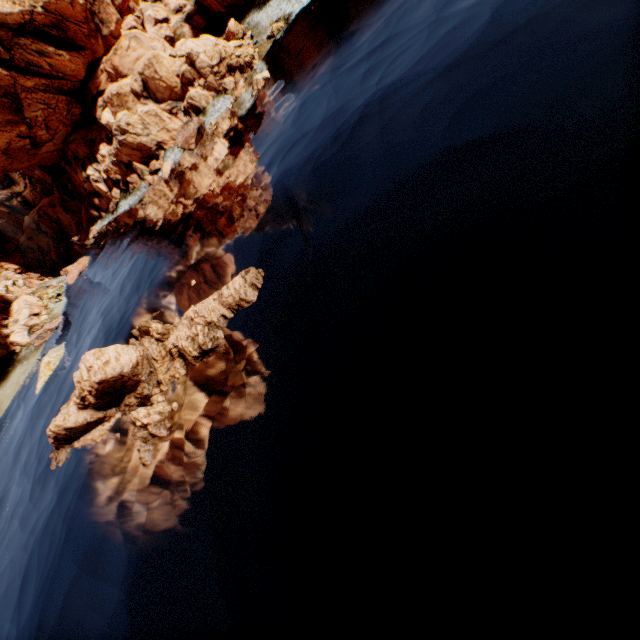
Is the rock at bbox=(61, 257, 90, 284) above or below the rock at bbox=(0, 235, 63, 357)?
below

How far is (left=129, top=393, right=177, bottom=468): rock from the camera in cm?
1361

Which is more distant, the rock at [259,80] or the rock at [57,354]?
the rock at [259,80]

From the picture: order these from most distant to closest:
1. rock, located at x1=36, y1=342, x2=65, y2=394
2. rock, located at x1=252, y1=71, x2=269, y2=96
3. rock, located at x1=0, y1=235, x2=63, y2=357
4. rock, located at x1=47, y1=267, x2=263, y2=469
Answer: rock, located at x1=0, y1=235, x2=63, y2=357 < rock, located at x1=252, y1=71, x2=269, y2=96 < rock, located at x1=36, y1=342, x2=65, y2=394 < rock, located at x1=47, y1=267, x2=263, y2=469

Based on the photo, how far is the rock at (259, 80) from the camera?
31.3 meters

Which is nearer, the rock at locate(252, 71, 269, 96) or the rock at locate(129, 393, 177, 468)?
the rock at locate(129, 393, 177, 468)

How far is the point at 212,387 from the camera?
13.3m

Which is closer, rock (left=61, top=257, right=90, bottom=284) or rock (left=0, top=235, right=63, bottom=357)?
rock (left=0, top=235, right=63, bottom=357)
